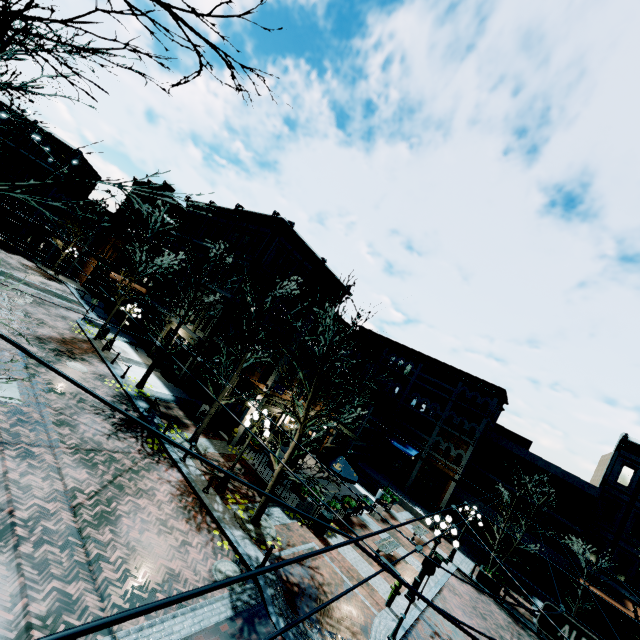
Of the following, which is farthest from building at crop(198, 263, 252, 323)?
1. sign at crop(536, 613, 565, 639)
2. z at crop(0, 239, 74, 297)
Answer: sign at crop(536, 613, 565, 639)

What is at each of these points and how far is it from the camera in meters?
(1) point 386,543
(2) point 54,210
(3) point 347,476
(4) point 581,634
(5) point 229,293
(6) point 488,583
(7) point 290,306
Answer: (1) bench, 15.9 m
(2) building, 40.7 m
(3) table, 17.2 m
(4) sign, 5.5 m
(5) building, 23.8 m
(6) planter, 19.0 m
(7) building, 20.5 m

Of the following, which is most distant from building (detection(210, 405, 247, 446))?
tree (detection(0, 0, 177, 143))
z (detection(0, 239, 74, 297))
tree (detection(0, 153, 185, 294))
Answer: tree (detection(0, 0, 177, 143))

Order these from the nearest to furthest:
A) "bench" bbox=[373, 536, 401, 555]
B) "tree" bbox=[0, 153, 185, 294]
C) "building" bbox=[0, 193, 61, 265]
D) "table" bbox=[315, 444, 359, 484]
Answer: "tree" bbox=[0, 153, 185, 294]
"bench" bbox=[373, 536, 401, 555]
"table" bbox=[315, 444, 359, 484]
"building" bbox=[0, 193, 61, 265]

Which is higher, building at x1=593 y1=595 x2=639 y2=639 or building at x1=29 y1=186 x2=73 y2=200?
building at x1=29 y1=186 x2=73 y2=200

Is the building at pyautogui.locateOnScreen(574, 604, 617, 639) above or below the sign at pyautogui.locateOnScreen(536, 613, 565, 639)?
below

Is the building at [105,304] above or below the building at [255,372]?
below

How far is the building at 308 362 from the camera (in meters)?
20.36
